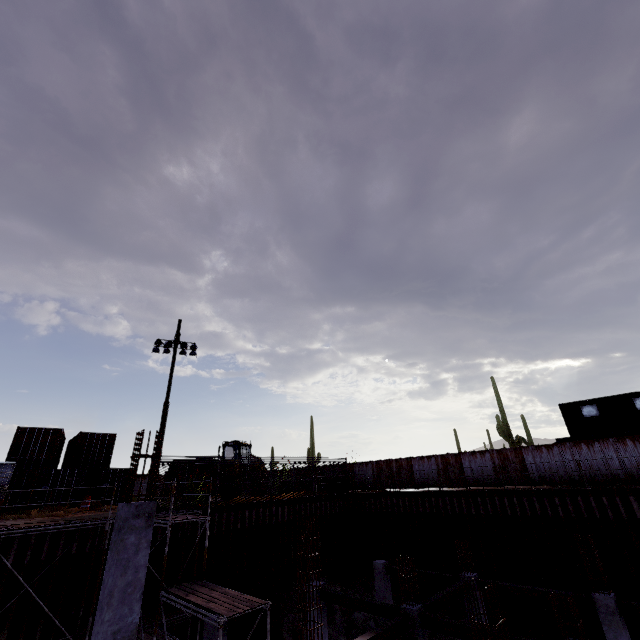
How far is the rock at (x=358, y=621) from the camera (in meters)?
17.86

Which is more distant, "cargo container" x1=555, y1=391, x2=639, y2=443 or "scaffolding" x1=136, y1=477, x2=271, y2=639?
"cargo container" x1=555, y1=391, x2=639, y2=443

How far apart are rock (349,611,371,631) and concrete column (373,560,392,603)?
1.2 meters

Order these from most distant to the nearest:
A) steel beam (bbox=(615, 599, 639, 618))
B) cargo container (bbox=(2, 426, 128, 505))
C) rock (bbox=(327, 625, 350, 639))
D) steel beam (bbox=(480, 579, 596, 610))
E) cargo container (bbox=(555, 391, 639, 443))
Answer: cargo container (bbox=(2, 426, 128, 505)) → cargo container (bbox=(555, 391, 639, 443)) → rock (bbox=(327, 625, 350, 639)) → steel beam (bbox=(480, 579, 596, 610)) → steel beam (bbox=(615, 599, 639, 618))

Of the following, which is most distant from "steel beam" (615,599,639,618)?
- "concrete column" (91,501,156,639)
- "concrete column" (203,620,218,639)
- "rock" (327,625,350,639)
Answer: "concrete column" (91,501,156,639)

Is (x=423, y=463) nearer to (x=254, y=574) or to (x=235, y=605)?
(x=254, y=574)

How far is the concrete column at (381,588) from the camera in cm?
1706

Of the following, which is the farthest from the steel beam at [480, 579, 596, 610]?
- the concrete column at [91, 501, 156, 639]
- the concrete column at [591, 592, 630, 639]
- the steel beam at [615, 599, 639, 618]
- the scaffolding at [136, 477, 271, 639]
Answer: the concrete column at [91, 501, 156, 639]
